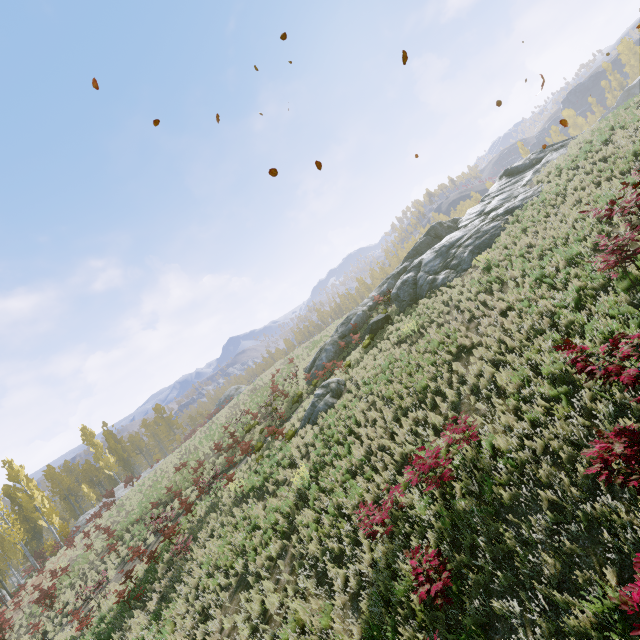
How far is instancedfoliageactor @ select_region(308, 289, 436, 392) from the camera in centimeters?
1594cm

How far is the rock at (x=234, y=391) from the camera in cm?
3988

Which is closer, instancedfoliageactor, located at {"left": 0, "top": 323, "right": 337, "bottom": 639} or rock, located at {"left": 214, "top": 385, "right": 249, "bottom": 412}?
instancedfoliageactor, located at {"left": 0, "top": 323, "right": 337, "bottom": 639}

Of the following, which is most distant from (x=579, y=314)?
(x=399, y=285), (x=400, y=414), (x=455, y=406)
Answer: (x=399, y=285)

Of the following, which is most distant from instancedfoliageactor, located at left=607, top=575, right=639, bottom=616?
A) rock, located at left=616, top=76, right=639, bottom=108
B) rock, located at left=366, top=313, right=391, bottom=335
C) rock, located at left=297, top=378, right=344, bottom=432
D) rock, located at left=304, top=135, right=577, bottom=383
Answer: rock, located at left=297, top=378, right=344, bottom=432

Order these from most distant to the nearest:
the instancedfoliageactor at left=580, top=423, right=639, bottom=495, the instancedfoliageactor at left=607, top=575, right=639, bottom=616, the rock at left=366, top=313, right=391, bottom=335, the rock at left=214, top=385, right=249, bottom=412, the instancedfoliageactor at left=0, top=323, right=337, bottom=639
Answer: the rock at left=214, top=385, right=249, bottom=412 → the rock at left=366, top=313, right=391, bottom=335 → the instancedfoliageactor at left=0, top=323, right=337, bottom=639 → the instancedfoliageactor at left=580, top=423, right=639, bottom=495 → the instancedfoliageactor at left=607, top=575, right=639, bottom=616

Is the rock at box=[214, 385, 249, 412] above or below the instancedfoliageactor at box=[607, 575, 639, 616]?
above

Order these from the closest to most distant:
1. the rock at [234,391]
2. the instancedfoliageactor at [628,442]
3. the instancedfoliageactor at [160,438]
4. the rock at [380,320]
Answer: the instancedfoliageactor at [628,442] → the rock at [380,320] → the rock at [234,391] → the instancedfoliageactor at [160,438]
